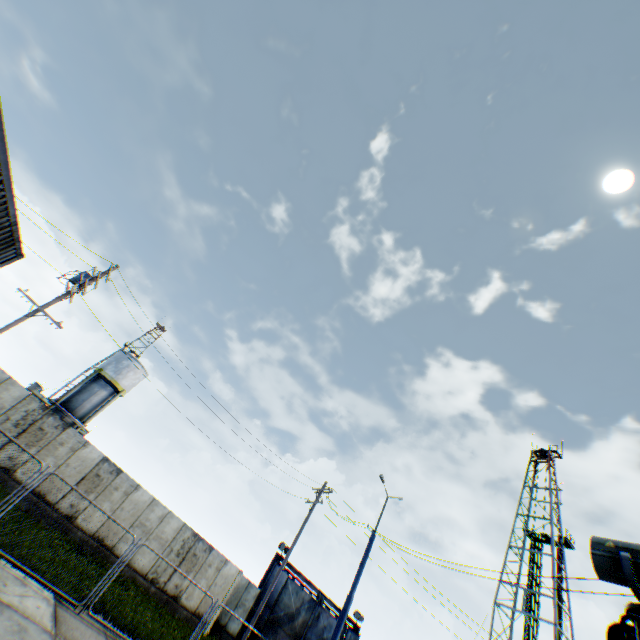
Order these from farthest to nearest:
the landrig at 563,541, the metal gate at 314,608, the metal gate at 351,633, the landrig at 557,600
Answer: A: the landrig at 563,541 < the landrig at 557,600 < the metal gate at 351,633 < the metal gate at 314,608

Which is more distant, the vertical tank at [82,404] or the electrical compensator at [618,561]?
the vertical tank at [82,404]

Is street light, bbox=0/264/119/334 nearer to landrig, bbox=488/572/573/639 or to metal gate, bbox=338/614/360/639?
metal gate, bbox=338/614/360/639

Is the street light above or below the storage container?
above

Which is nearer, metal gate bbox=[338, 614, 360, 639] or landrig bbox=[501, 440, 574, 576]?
metal gate bbox=[338, 614, 360, 639]

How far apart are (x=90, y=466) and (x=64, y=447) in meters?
1.6 m

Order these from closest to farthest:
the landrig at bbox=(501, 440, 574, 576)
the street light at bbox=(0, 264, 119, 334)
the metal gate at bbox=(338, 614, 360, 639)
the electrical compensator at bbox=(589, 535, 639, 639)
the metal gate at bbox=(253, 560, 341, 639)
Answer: the electrical compensator at bbox=(589, 535, 639, 639)
the street light at bbox=(0, 264, 119, 334)
the metal gate at bbox=(253, 560, 341, 639)
the metal gate at bbox=(338, 614, 360, 639)
the landrig at bbox=(501, 440, 574, 576)

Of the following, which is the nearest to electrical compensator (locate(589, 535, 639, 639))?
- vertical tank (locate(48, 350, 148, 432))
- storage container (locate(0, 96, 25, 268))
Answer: storage container (locate(0, 96, 25, 268))
